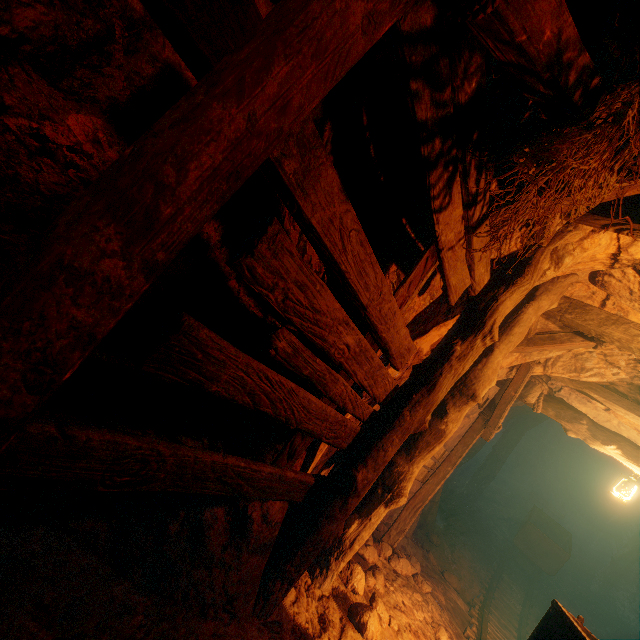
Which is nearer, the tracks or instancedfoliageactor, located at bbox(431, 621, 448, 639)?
the tracks

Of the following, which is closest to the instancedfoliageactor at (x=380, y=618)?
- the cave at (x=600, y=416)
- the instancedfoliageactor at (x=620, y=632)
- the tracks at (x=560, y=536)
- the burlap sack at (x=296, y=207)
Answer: the burlap sack at (x=296, y=207)

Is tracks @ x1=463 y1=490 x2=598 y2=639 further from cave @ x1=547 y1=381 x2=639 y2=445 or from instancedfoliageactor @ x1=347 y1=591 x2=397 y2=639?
instancedfoliageactor @ x1=347 y1=591 x2=397 y2=639

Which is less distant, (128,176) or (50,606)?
(128,176)

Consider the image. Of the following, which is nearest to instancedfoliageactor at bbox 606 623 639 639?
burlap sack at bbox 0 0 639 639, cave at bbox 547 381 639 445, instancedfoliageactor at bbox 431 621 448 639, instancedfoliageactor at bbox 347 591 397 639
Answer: cave at bbox 547 381 639 445

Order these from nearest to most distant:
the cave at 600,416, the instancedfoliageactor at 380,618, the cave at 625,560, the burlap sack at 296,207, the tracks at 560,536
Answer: the burlap sack at 296,207, the tracks at 560,536, the instancedfoliageactor at 380,618, the cave at 600,416, the cave at 625,560

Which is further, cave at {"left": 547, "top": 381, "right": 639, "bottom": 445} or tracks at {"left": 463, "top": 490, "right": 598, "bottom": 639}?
cave at {"left": 547, "top": 381, "right": 639, "bottom": 445}

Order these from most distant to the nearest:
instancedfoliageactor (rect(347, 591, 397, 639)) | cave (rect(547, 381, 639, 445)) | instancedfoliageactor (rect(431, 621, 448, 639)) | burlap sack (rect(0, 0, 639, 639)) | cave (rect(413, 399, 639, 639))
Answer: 1. cave (rect(413, 399, 639, 639))
2. cave (rect(547, 381, 639, 445))
3. instancedfoliageactor (rect(431, 621, 448, 639))
4. instancedfoliageactor (rect(347, 591, 397, 639))
5. burlap sack (rect(0, 0, 639, 639))
